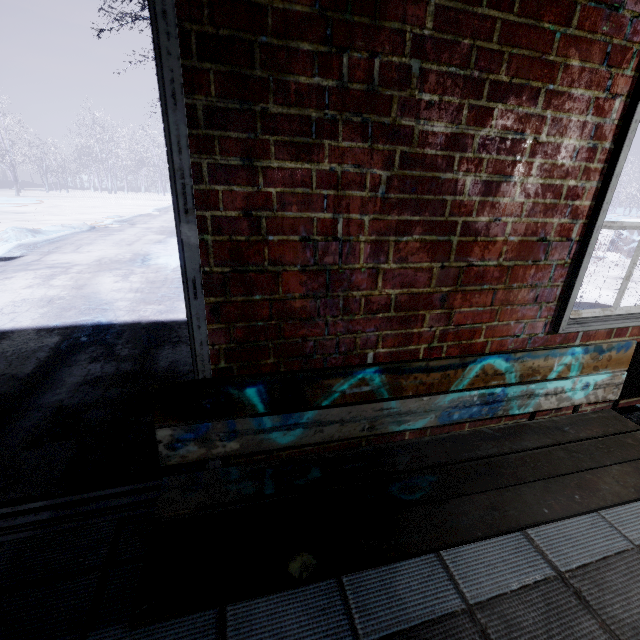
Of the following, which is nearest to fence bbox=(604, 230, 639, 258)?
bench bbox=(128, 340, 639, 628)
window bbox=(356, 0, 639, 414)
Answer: window bbox=(356, 0, 639, 414)

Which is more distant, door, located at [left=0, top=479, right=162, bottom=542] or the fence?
the fence

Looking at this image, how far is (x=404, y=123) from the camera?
0.9m

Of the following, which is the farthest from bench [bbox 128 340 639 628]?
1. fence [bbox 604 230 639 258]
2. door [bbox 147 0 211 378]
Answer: fence [bbox 604 230 639 258]

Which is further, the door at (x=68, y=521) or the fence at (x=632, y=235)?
the fence at (x=632, y=235)

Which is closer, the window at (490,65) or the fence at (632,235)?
the window at (490,65)

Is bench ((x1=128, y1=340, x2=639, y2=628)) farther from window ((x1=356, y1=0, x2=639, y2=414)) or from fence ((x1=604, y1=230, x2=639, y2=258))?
fence ((x1=604, y1=230, x2=639, y2=258))
